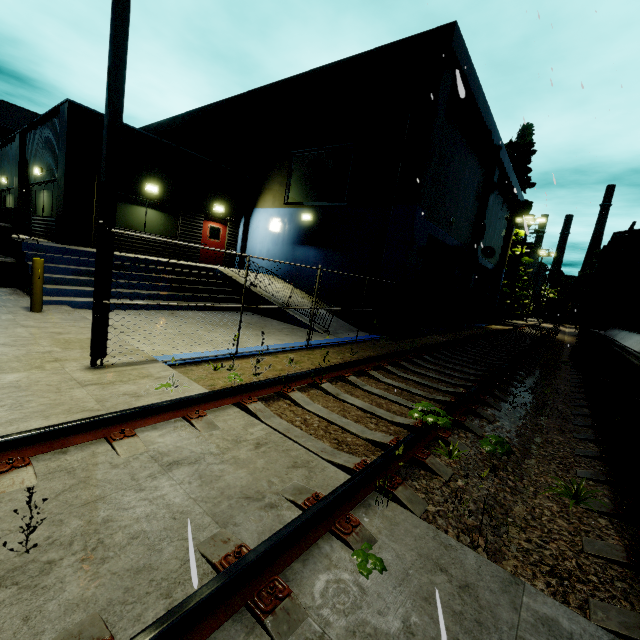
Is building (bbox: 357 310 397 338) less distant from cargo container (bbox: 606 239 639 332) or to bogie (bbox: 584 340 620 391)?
cargo container (bbox: 606 239 639 332)

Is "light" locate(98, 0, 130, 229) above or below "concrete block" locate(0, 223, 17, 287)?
above

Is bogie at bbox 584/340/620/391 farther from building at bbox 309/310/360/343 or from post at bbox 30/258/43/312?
post at bbox 30/258/43/312

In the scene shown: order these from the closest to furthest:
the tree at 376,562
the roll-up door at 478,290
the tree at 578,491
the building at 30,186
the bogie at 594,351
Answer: the tree at 376,562, the tree at 578,491, the bogie at 594,351, the building at 30,186, the roll-up door at 478,290

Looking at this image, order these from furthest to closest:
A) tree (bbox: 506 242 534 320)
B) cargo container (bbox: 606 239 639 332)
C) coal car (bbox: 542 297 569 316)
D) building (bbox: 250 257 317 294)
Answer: coal car (bbox: 542 297 569 316) < tree (bbox: 506 242 534 320) < building (bbox: 250 257 317 294) < cargo container (bbox: 606 239 639 332)

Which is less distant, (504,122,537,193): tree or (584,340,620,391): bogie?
(584,340,620,391): bogie

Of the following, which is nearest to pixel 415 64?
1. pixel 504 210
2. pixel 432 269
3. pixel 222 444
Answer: pixel 432 269

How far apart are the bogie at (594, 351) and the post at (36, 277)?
13.4 meters
